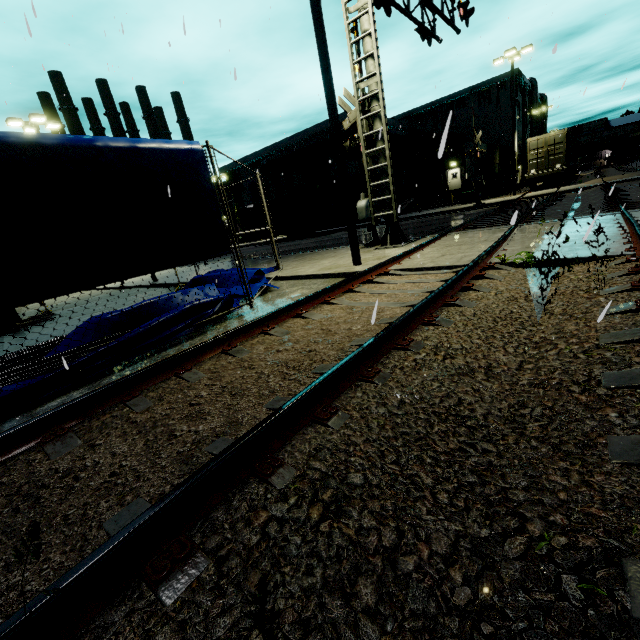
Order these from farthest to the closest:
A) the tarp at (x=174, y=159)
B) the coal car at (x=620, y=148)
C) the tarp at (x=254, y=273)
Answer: the coal car at (x=620, y=148), the tarp at (x=254, y=273), the tarp at (x=174, y=159)

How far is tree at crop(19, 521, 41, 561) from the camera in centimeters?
75cm

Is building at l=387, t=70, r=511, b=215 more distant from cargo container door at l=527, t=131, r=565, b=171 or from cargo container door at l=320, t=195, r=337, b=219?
cargo container door at l=320, t=195, r=337, b=219

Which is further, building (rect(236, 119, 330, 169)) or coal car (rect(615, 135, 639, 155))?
coal car (rect(615, 135, 639, 155))

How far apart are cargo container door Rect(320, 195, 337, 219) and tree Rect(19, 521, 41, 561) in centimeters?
3060cm

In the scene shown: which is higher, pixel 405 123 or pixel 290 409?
pixel 405 123

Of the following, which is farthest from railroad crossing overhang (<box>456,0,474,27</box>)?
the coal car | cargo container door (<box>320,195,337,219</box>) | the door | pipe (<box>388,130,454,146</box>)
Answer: the coal car

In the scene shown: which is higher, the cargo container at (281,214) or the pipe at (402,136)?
the pipe at (402,136)
